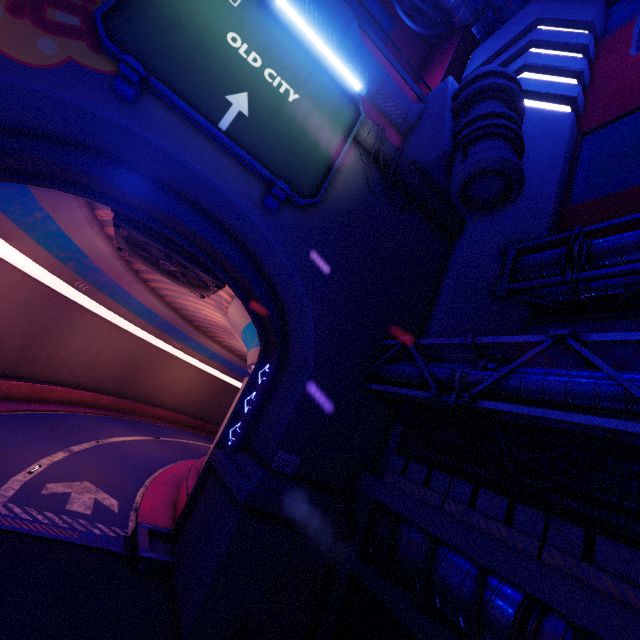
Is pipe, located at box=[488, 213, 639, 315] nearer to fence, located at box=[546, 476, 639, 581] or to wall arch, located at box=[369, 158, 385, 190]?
wall arch, located at box=[369, 158, 385, 190]

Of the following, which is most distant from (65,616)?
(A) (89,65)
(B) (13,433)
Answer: (A) (89,65)

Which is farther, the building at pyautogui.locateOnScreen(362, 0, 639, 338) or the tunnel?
the building at pyautogui.locateOnScreen(362, 0, 639, 338)

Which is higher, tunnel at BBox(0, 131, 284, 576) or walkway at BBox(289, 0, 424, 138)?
walkway at BBox(289, 0, 424, 138)

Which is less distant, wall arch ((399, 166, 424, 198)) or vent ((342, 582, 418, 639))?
vent ((342, 582, 418, 639))

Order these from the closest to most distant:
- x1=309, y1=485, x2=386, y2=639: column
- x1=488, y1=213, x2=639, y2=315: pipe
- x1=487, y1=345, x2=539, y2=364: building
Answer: x1=309, y1=485, x2=386, y2=639: column, x1=488, y1=213, x2=639, y2=315: pipe, x1=487, y1=345, x2=539, y2=364: building

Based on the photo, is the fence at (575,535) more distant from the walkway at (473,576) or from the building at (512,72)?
the building at (512,72)

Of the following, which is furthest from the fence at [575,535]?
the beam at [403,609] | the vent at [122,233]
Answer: the vent at [122,233]
